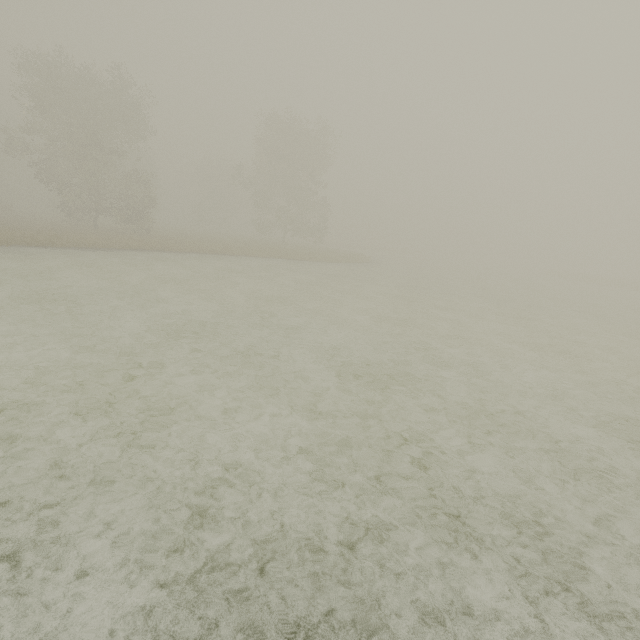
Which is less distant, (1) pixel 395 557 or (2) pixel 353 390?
(1) pixel 395 557
